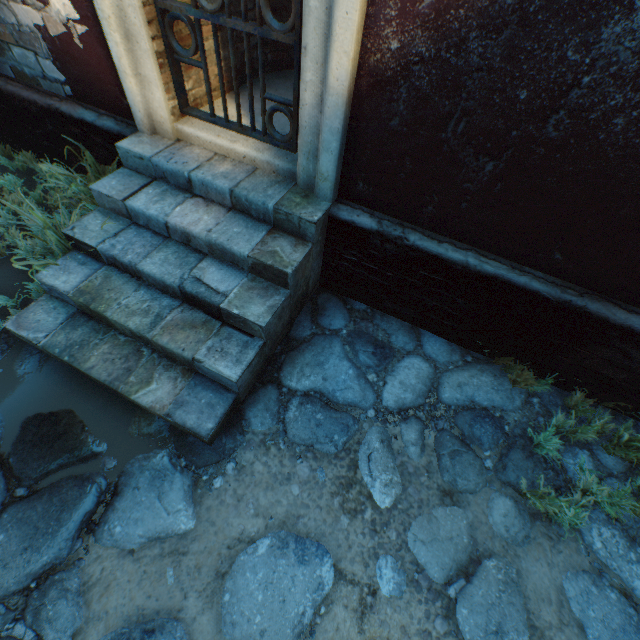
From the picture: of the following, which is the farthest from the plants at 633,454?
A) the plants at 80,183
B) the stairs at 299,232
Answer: the plants at 80,183

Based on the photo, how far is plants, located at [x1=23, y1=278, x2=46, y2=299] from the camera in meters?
2.8 m

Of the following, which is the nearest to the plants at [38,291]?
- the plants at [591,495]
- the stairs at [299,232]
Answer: the stairs at [299,232]

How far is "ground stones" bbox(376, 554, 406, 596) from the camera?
2.0m

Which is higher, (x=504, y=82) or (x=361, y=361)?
(x=504, y=82)

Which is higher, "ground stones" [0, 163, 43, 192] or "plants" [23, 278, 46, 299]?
"plants" [23, 278, 46, 299]

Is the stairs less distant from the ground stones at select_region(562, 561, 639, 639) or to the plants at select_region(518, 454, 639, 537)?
the ground stones at select_region(562, 561, 639, 639)

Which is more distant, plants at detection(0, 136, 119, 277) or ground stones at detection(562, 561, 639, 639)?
plants at detection(0, 136, 119, 277)
